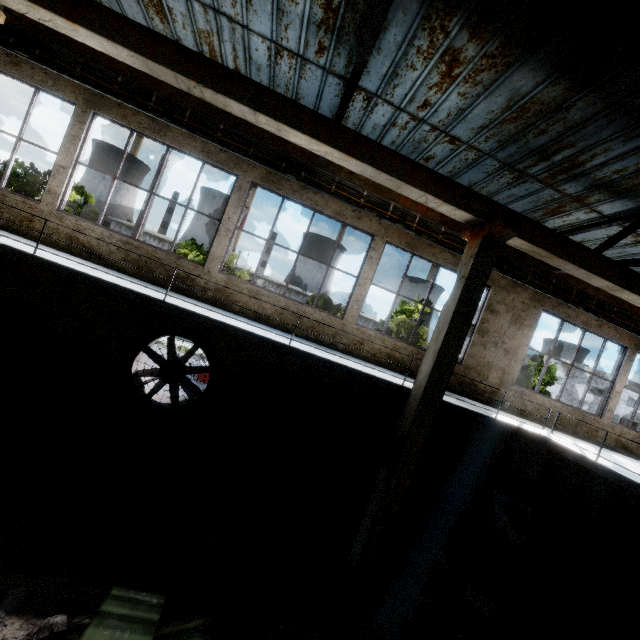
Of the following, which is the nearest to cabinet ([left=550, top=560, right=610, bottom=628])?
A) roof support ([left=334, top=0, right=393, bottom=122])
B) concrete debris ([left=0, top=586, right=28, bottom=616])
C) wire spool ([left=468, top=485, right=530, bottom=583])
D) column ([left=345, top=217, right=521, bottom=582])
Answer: wire spool ([left=468, top=485, right=530, bottom=583])

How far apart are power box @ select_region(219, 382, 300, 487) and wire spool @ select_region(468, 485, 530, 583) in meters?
5.3

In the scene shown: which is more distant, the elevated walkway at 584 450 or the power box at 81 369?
the power box at 81 369

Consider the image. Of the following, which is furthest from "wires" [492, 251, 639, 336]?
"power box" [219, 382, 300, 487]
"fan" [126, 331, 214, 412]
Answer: "power box" [219, 382, 300, 487]

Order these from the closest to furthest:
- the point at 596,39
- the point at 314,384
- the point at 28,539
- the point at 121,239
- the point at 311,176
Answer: the point at 596,39 → the point at 28,539 → the point at 121,239 → the point at 311,176 → the point at 314,384

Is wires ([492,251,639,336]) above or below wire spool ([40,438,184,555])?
above

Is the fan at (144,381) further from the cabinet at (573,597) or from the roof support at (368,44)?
the cabinet at (573,597)

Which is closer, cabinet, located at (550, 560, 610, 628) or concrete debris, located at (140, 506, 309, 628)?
concrete debris, located at (140, 506, 309, 628)
